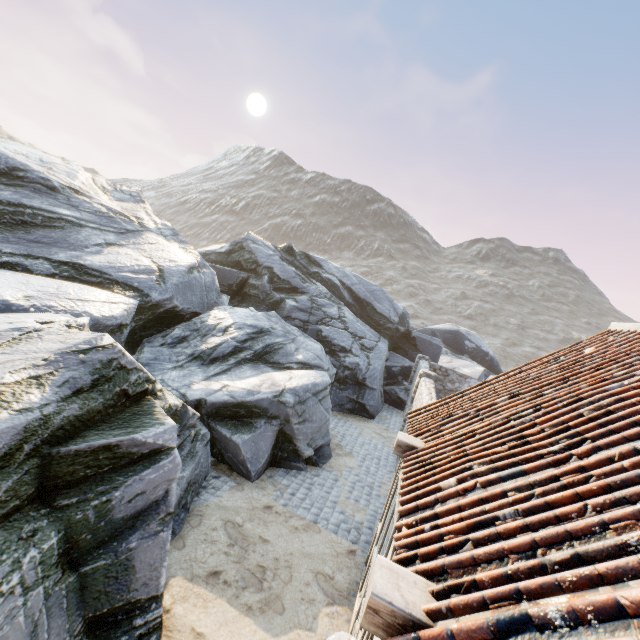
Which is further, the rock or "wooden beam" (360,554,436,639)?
the rock

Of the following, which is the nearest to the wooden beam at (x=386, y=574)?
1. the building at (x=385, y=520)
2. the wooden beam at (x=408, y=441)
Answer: the building at (x=385, y=520)

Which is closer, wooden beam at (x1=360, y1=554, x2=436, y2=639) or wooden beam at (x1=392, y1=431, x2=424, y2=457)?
wooden beam at (x1=360, y1=554, x2=436, y2=639)

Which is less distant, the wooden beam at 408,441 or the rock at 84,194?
the rock at 84,194

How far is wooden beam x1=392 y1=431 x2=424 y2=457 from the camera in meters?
4.9 m

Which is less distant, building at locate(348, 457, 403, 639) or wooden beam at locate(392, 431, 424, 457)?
building at locate(348, 457, 403, 639)

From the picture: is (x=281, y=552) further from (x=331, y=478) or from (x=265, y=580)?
(x=331, y=478)

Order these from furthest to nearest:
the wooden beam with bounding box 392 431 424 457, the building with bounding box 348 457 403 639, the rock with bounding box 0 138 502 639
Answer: the wooden beam with bounding box 392 431 424 457 < the building with bounding box 348 457 403 639 < the rock with bounding box 0 138 502 639
